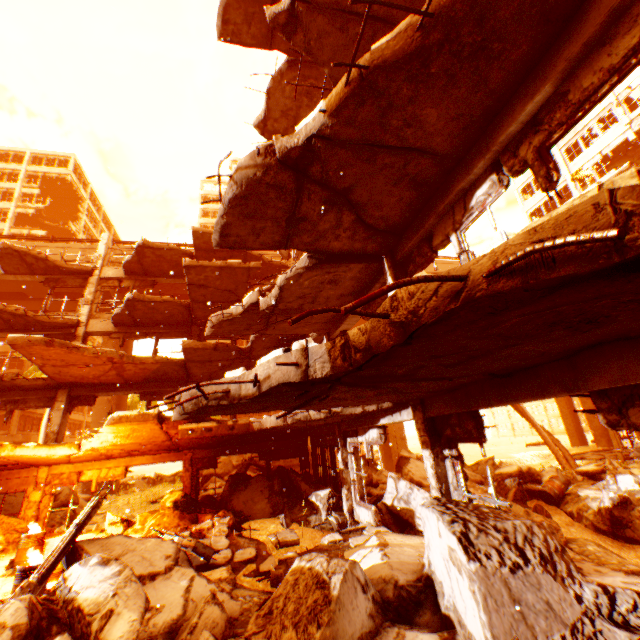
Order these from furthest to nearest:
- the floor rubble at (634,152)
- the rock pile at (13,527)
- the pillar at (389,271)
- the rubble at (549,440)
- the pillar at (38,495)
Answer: the floor rubble at (634,152), the rubble at (549,440), the pillar at (38,495), the rock pile at (13,527), the pillar at (389,271)

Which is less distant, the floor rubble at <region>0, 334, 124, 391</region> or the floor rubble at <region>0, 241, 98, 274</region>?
the floor rubble at <region>0, 334, 124, 391</region>

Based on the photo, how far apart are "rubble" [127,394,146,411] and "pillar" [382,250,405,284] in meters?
28.1

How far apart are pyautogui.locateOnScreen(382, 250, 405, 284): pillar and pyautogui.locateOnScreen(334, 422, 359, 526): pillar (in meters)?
4.52

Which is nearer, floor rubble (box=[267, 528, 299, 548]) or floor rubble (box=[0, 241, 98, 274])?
floor rubble (box=[267, 528, 299, 548])

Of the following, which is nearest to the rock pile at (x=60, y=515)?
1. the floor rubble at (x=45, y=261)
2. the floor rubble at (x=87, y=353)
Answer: the floor rubble at (x=87, y=353)

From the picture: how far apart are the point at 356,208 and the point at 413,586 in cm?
552

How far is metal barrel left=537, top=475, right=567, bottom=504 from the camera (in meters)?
10.41
